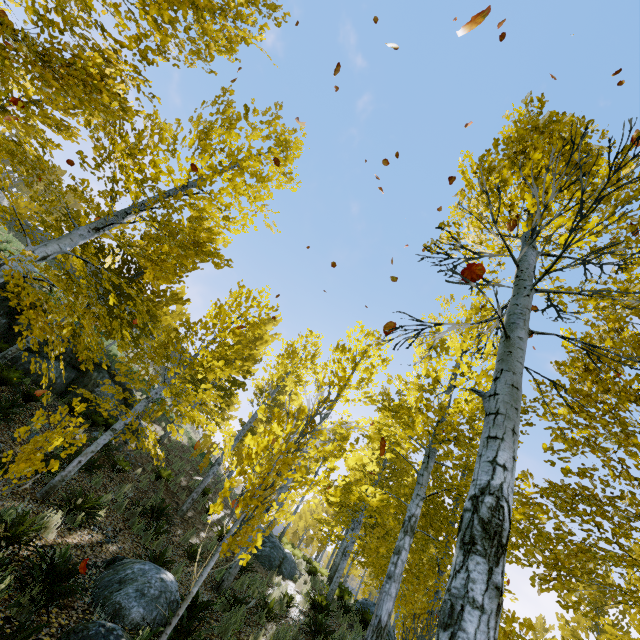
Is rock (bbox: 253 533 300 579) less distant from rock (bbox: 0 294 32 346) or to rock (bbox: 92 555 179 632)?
rock (bbox: 0 294 32 346)

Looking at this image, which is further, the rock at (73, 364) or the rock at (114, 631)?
the rock at (73, 364)

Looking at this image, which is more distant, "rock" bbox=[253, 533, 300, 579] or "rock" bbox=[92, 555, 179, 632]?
"rock" bbox=[253, 533, 300, 579]

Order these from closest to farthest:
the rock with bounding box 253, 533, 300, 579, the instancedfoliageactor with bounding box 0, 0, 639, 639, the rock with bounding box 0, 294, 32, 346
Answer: the instancedfoliageactor with bounding box 0, 0, 639, 639
the rock with bounding box 0, 294, 32, 346
the rock with bounding box 253, 533, 300, 579

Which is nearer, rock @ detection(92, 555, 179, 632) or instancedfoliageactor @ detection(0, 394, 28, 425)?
rock @ detection(92, 555, 179, 632)

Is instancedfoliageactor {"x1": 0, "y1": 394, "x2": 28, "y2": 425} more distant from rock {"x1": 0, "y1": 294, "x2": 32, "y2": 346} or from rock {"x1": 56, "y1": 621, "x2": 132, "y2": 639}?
rock {"x1": 0, "y1": 294, "x2": 32, "y2": 346}

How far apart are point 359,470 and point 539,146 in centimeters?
1692cm

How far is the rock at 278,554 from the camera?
12.5 meters
